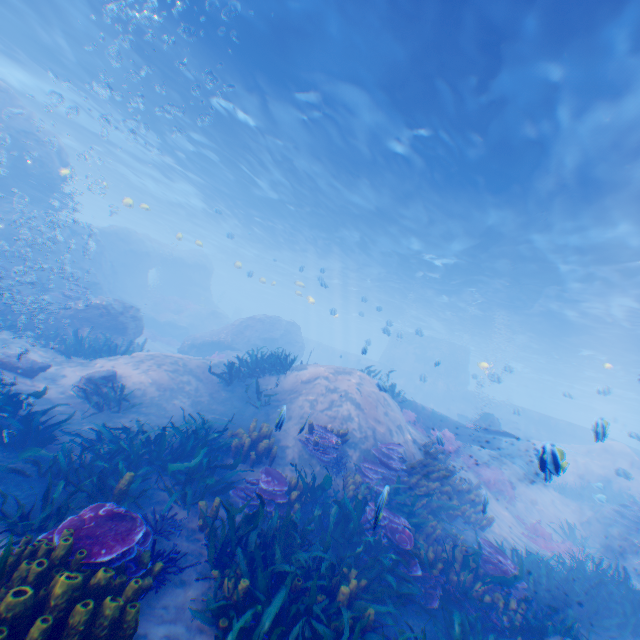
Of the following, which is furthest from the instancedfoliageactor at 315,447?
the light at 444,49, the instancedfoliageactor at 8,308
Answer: the instancedfoliageactor at 8,308

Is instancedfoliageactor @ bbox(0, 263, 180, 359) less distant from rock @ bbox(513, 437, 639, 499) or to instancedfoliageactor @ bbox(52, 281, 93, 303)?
rock @ bbox(513, 437, 639, 499)

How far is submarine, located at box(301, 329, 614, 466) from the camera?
28.8m

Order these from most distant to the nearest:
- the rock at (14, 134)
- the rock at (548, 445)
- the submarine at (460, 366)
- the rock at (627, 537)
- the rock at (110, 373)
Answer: the submarine at (460, 366)
the rock at (14, 134)
the rock at (627, 537)
the rock at (110, 373)
the rock at (548, 445)

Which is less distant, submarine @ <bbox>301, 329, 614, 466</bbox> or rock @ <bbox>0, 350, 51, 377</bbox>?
rock @ <bbox>0, 350, 51, 377</bbox>

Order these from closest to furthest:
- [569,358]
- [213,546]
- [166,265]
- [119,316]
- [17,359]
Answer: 1. [213,546]
2. [17,359]
3. [119,316]
4. [569,358]
5. [166,265]

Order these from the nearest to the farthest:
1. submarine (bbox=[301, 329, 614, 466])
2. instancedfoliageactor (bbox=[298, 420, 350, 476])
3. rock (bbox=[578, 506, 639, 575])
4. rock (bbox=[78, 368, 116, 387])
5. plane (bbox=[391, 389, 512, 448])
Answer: instancedfoliageactor (bbox=[298, 420, 350, 476]) < rock (bbox=[78, 368, 116, 387]) < rock (bbox=[578, 506, 639, 575]) < plane (bbox=[391, 389, 512, 448]) < submarine (bbox=[301, 329, 614, 466])
